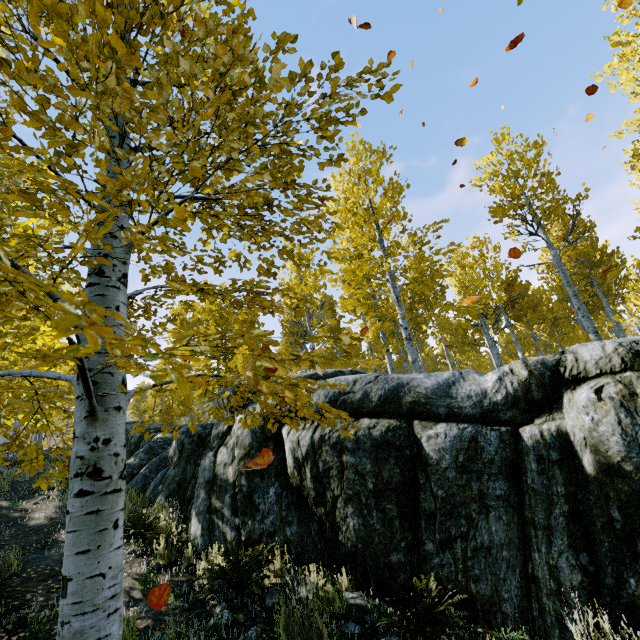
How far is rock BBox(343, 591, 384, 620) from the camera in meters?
3.4

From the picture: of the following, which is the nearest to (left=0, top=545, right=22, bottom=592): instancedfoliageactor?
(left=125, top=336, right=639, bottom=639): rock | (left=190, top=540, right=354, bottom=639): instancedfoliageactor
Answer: (left=125, top=336, right=639, bottom=639): rock

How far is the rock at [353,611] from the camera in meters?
3.4 m

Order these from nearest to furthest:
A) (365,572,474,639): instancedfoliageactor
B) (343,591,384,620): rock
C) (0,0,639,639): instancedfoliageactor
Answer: (0,0,639,639): instancedfoliageactor
(365,572,474,639): instancedfoliageactor
(343,591,384,620): rock

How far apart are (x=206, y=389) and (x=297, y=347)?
18.0 meters

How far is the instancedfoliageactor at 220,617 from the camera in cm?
331

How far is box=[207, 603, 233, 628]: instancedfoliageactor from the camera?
3.31m
